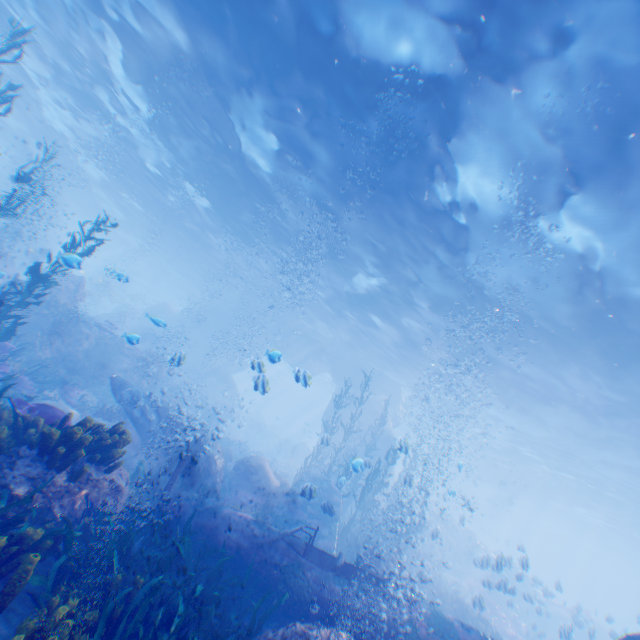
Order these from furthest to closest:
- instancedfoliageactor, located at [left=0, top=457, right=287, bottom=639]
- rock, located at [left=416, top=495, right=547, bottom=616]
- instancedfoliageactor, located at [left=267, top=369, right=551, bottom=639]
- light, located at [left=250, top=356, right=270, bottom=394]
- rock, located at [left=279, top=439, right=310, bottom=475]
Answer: rock, located at [left=279, top=439, right=310, bottom=475] < instancedfoliageactor, located at [left=267, top=369, right=551, bottom=639] < rock, located at [left=416, top=495, right=547, bottom=616] < light, located at [left=250, top=356, right=270, bottom=394] < instancedfoliageactor, located at [left=0, top=457, right=287, bottom=639]

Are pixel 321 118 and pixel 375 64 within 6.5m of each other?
yes

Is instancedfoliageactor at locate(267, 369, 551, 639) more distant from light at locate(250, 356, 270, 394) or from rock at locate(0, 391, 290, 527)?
light at locate(250, 356, 270, 394)

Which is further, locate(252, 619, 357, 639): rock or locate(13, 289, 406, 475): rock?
locate(13, 289, 406, 475): rock

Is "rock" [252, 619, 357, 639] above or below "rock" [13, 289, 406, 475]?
below

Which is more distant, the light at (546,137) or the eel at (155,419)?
the eel at (155,419)

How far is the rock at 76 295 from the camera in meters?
16.2

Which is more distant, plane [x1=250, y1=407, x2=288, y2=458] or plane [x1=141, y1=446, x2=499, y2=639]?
plane [x1=250, y1=407, x2=288, y2=458]
